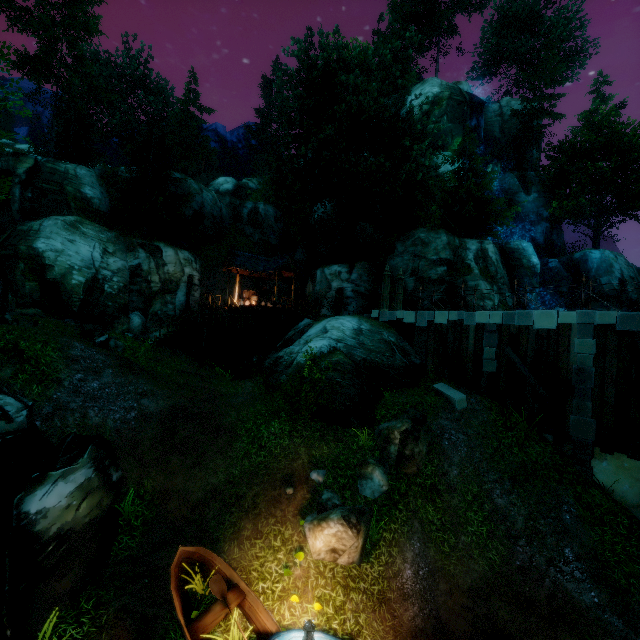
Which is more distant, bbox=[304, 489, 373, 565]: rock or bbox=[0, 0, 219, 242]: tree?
bbox=[0, 0, 219, 242]: tree

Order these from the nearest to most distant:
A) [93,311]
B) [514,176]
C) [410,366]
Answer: [410,366] → [93,311] → [514,176]

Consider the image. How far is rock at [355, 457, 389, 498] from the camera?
9.60m

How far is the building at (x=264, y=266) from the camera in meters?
25.1 m

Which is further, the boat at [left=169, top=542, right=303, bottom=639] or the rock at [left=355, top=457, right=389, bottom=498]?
the rock at [left=355, top=457, right=389, bottom=498]

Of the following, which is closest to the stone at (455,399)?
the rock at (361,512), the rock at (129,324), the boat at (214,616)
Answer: the rock at (361,512)

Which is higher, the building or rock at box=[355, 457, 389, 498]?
the building

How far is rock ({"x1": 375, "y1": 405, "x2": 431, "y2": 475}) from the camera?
10.68m
